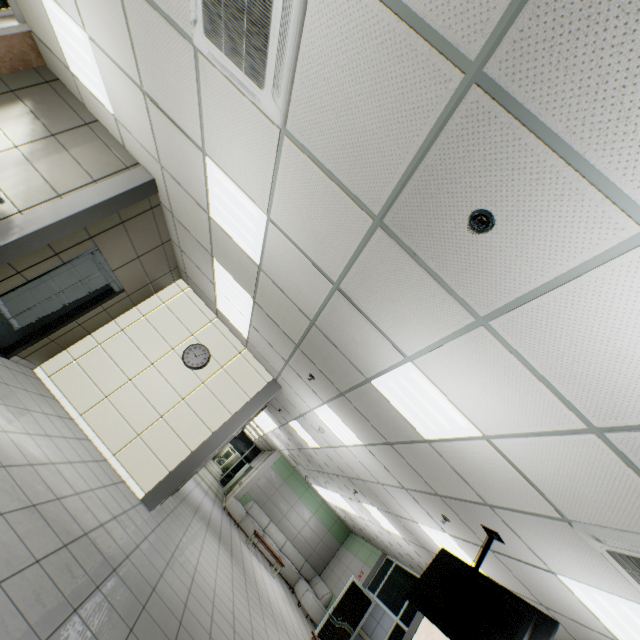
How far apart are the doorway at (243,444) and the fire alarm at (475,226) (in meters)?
22.54

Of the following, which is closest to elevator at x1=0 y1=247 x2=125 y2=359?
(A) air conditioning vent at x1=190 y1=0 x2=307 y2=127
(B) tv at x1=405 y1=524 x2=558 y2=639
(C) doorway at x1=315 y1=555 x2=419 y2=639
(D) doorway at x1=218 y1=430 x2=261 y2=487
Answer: (A) air conditioning vent at x1=190 y1=0 x2=307 y2=127

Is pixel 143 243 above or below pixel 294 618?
above

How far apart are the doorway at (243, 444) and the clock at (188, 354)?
16.5 meters

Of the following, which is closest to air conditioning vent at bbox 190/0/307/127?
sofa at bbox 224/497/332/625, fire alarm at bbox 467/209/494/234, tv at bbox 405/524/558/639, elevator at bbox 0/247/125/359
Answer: fire alarm at bbox 467/209/494/234

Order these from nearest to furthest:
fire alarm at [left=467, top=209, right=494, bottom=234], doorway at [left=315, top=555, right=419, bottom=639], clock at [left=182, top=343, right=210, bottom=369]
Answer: fire alarm at [left=467, top=209, right=494, bottom=234]
clock at [left=182, top=343, right=210, bottom=369]
doorway at [left=315, top=555, right=419, bottom=639]

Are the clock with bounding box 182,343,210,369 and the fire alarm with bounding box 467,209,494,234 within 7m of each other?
yes

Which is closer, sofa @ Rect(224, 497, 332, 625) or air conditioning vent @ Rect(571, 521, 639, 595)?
air conditioning vent @ Rect(571, 521, 639, 595)
